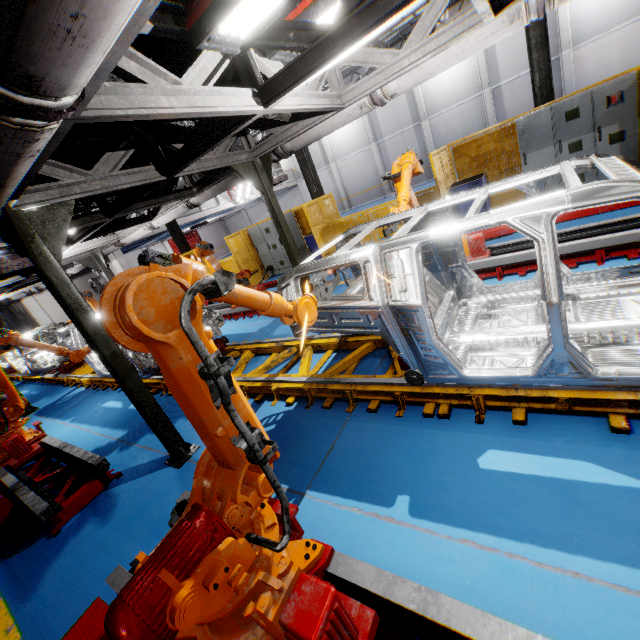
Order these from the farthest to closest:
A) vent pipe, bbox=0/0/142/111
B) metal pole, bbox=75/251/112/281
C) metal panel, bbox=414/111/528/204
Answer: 1. metal pole, bbox=75/251/112/281
2. metal panel, bbox=414/111/528/204
3. vent pipe, bbox=0/0/142/111

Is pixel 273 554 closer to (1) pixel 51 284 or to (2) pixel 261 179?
A: (1) pixel 51 284

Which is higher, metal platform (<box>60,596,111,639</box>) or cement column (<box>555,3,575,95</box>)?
cement column (<box>555,3,575,95</box>)

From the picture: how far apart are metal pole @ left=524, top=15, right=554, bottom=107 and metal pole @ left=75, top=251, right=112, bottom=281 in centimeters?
1340cm

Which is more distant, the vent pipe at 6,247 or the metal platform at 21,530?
the metal platform at 21,530

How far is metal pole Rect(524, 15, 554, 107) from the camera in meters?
7.8

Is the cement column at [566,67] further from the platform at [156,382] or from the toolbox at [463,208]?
the platform at [156,382]

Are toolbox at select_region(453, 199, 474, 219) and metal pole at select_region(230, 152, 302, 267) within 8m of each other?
yes
